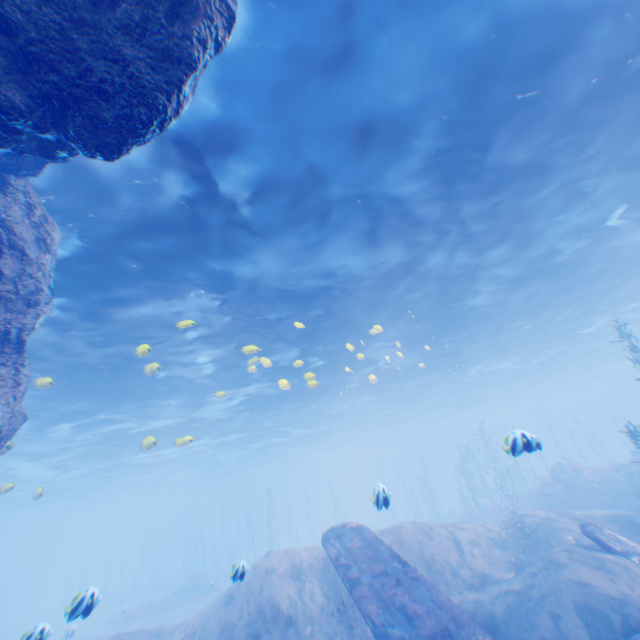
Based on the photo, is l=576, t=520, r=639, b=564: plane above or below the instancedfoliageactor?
above

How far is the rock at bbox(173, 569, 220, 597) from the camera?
29.5 meters

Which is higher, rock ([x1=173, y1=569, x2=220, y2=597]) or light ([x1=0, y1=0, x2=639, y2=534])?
light ([x1=0, y1=0, x2=639, y2=534])

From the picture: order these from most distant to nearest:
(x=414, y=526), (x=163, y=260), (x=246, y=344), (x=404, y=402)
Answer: (x=404, y=402), (x=246, y=344), (x=414, y=526), (x=163, y=260)

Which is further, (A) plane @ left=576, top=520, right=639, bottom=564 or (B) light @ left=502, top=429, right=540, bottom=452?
(A) plane @ left=576, top=520, right=639, bottom=564

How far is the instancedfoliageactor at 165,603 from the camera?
25.8m

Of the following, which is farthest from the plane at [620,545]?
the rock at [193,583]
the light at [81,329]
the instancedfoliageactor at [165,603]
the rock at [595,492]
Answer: the rock at [193,583]

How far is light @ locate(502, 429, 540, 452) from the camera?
6.49m
